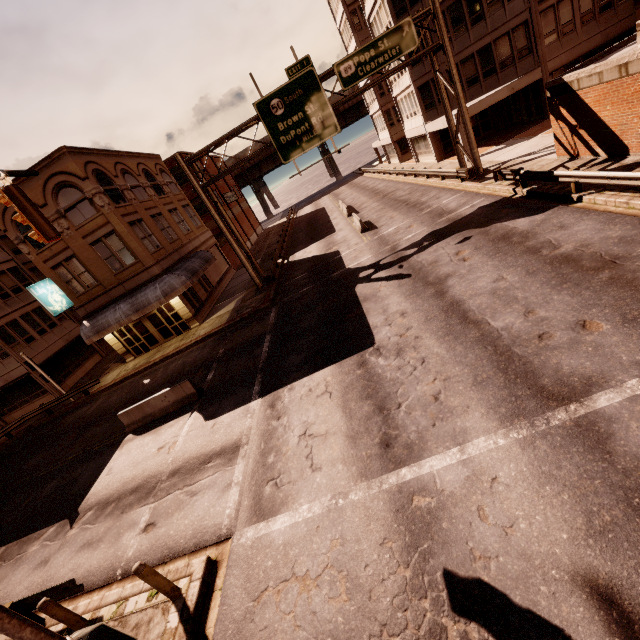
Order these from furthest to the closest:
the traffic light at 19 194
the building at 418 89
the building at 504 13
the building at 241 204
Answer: the building at 241 204, the building at 418 89, the building at 504 13, the traffic light at 19 194

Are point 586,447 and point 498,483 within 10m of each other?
yes

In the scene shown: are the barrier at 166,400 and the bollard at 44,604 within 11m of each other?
yes

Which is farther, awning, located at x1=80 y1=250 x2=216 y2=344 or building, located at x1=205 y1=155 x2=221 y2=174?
building, located at x1=205 y1=155 x2=221 y2=174

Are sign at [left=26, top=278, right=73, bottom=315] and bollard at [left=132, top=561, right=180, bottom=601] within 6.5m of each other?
no

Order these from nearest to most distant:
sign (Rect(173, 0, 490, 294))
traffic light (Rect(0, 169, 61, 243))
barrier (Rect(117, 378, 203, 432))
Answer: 1. traffic light (Rect(0, 169, 61, 243))
2. barrier (Rect(117, 378, 203, 432))
3. sign (Rect(173, 0, 490, 294))

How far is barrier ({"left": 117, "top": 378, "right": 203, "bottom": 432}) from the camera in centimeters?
1416cm

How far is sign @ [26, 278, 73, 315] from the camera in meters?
21.0
